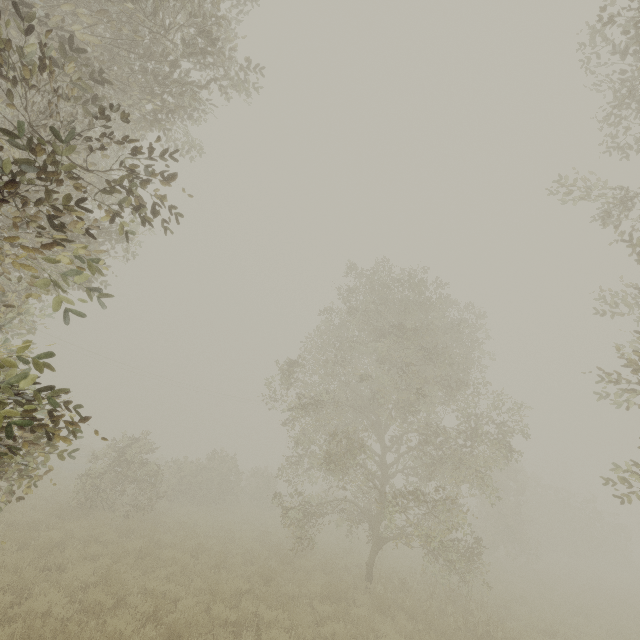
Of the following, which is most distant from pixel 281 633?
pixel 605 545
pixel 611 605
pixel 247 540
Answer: pixel 605 545
